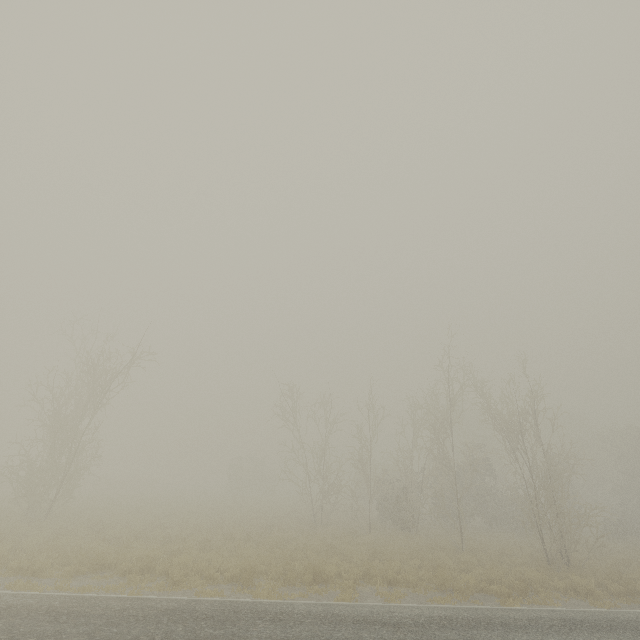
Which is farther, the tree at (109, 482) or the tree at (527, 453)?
the tree at (109, 482)

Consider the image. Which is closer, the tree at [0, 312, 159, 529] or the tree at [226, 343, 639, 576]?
the tree at [226, 343, 639, 576]

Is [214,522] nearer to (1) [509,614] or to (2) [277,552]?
(2) [277,552]
